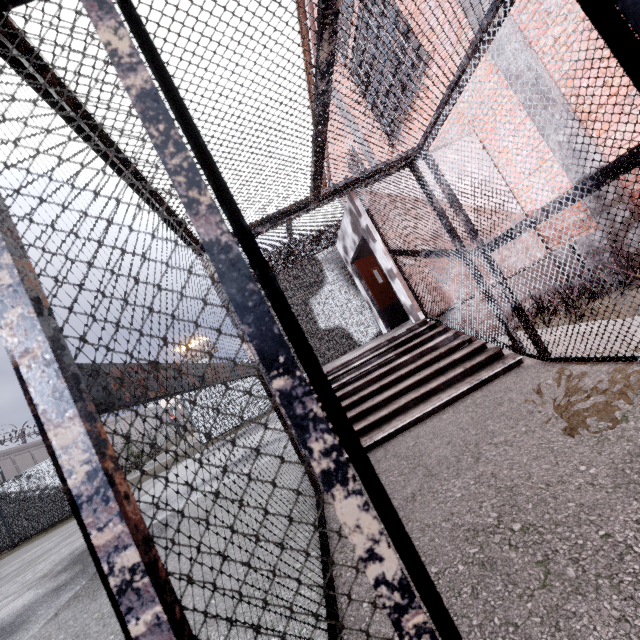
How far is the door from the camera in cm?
891

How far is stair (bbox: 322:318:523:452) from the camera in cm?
407

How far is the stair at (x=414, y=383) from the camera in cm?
407

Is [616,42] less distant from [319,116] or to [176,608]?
[176,608]

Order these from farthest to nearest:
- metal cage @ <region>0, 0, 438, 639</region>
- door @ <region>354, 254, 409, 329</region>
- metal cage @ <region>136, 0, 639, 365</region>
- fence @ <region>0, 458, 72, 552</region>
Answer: fence @ <region>0, 458, 72, 552</region>
door @ <region>354, 254, 409, 329</region>
metal cage @ <region>136, 0, 639, 365</region>
metal cage @ <region>0, 0, 438, 639</region>

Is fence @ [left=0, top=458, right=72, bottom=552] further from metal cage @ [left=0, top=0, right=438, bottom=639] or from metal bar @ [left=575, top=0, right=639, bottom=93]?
metal bar @ [left=575, top=0, right=639, bottom=93]

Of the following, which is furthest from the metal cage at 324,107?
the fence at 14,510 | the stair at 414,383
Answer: the fence at 14,510

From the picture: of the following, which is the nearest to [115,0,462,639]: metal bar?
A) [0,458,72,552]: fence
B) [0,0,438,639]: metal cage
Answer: [0,0,438,639]: metal cage
